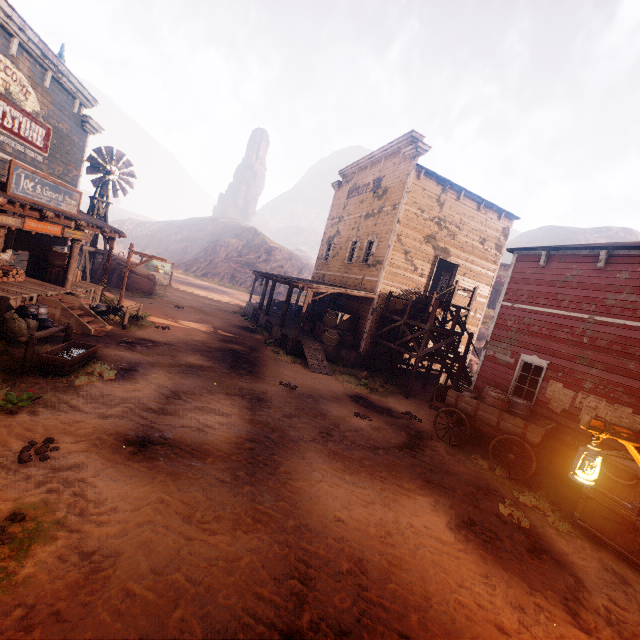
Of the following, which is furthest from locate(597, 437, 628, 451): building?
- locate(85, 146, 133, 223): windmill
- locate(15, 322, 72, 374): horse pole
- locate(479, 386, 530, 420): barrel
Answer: locate(85, 146, 133, 223): windmill

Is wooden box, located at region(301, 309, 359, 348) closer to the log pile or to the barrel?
the barrel

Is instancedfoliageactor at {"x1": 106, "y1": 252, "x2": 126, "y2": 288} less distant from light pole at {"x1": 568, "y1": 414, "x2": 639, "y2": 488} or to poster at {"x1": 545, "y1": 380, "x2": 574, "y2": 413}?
poster at {"x1": 545, "y1": 380, "x2": 574, "y2": 413}

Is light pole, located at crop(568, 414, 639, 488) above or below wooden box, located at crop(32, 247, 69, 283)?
above

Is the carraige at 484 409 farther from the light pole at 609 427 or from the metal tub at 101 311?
the metal tub at 101 311

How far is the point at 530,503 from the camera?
7.62m

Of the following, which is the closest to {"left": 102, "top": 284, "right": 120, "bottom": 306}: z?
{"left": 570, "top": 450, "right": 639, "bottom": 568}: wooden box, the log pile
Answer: {"left": 570, "top": 450, "right": 639, "bottom": 568}: wooden box

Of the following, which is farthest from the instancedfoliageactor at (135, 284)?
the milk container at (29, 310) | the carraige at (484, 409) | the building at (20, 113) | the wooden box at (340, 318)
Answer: the carraige at (484, 409)
